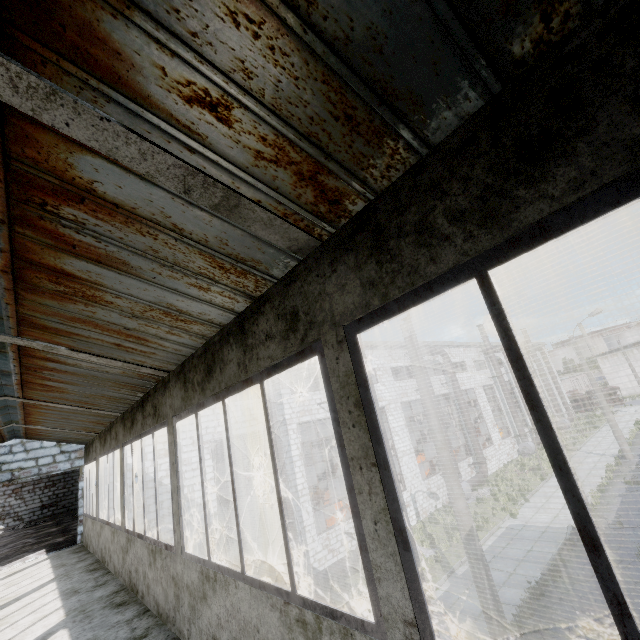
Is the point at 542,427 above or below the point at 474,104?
below

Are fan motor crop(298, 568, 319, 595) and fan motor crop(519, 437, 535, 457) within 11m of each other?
no

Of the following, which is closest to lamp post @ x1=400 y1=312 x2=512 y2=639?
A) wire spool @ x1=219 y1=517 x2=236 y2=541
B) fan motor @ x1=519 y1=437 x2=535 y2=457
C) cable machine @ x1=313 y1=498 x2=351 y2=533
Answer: cable machine @ x1=313 y1=498 x2=351 y2=533

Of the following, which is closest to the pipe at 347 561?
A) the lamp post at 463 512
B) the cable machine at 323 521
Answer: the cable machine at 323 521

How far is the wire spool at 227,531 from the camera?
23.1 meters

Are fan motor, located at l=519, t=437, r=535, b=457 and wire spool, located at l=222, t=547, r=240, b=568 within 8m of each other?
no

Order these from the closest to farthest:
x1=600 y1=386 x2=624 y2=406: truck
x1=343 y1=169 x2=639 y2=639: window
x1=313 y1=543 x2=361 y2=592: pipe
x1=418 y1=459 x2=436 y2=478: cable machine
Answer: x1=343 y1=169 x2=639 y2=639: window → x1=313 y1=543 x2=361 y2=592: pipe → x1=418 y1=459 x2=436 y2=478: cable machine → x1=600 y1=386 x2=624 y2=406: truck

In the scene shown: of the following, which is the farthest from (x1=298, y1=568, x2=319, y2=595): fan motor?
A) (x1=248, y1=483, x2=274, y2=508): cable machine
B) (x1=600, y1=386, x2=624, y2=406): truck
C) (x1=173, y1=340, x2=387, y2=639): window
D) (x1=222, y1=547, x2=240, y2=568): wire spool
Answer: (x1=600, y1=386, x2=624, y2=406): truck
